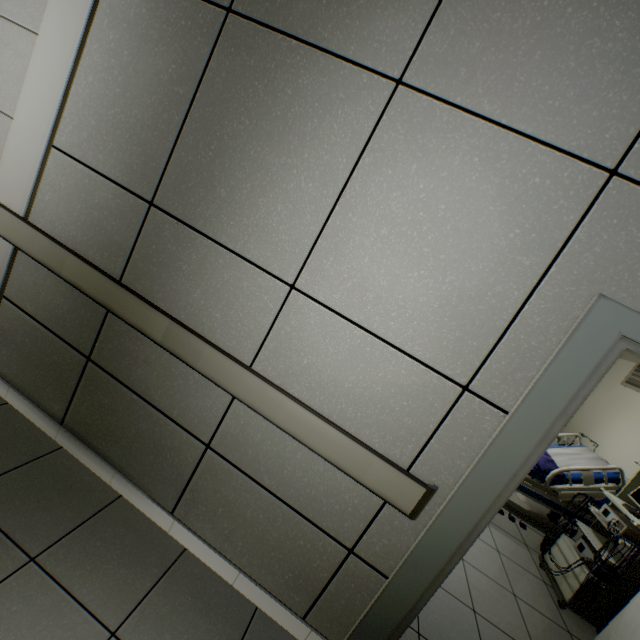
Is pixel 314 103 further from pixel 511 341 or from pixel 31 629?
pixel 31 629

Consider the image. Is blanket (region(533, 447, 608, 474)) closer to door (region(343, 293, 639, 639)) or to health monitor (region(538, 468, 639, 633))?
health monitor (region(538, 468, 639, 633))

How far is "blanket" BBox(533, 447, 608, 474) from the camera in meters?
3.6 m

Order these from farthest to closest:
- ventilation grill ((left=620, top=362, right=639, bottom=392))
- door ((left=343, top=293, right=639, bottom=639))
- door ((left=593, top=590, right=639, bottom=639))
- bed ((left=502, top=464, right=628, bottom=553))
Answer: ventilation grill ((left=620, top=362, right=639, bottom=392)), bed ((left=502, top=464, right=628, bottom=553)), door ((left=593, top=590, right=639, bottom=639)), door ((left=343, top=293, right=639, bottom=639))

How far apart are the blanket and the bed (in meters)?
0.00

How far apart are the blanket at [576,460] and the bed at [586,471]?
0.0m

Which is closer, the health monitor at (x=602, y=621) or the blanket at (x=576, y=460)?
the health monitor at (x=602, y=621)

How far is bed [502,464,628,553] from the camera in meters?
3.4 m
